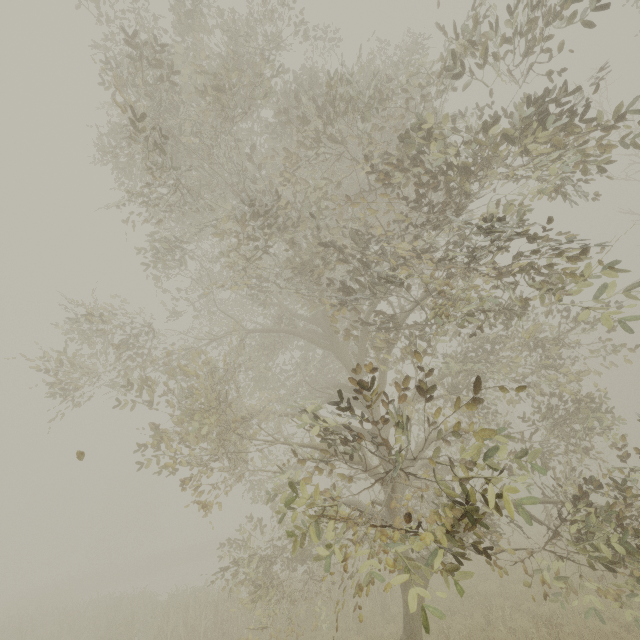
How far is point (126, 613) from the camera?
15.1m

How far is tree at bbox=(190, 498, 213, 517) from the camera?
5.7 meters

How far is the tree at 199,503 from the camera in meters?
5.7 m

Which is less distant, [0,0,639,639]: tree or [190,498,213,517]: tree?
[0,0,639,639]: tree

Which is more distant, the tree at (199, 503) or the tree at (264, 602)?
the tree at (199, 503)
